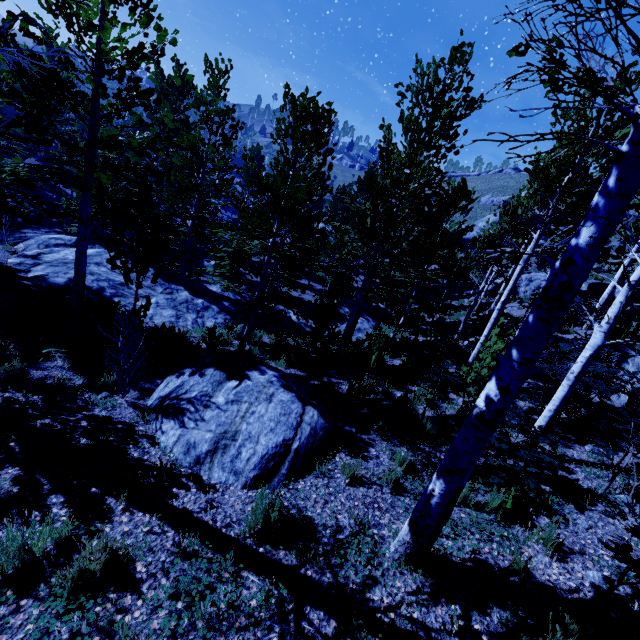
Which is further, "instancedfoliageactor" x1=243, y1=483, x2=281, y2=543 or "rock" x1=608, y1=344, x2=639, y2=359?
"rock" x1=608, y1=344, x2=639, y2=359

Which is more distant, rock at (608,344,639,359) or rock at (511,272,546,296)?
rock at (511,272,546,296)

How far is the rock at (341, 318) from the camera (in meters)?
16.69

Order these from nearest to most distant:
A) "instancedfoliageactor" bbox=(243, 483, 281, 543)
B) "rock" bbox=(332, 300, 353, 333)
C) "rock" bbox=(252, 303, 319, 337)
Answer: "instancedfoliageactor" bbox=(243, 483, 281, 543)
"rock" bbox=(252, 303, 319, 337)
"rock" bbox=(332, 300, 353, 333)

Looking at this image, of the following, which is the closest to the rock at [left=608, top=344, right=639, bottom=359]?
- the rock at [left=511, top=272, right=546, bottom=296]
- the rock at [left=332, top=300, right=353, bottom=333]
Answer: the rock at [left=332, top=300, right=353, bottom=333]

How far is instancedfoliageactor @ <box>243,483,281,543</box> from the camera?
3.6m

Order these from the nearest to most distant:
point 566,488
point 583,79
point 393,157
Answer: point 583,79, point 566,488, point 393,157

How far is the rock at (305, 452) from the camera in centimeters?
446cm
